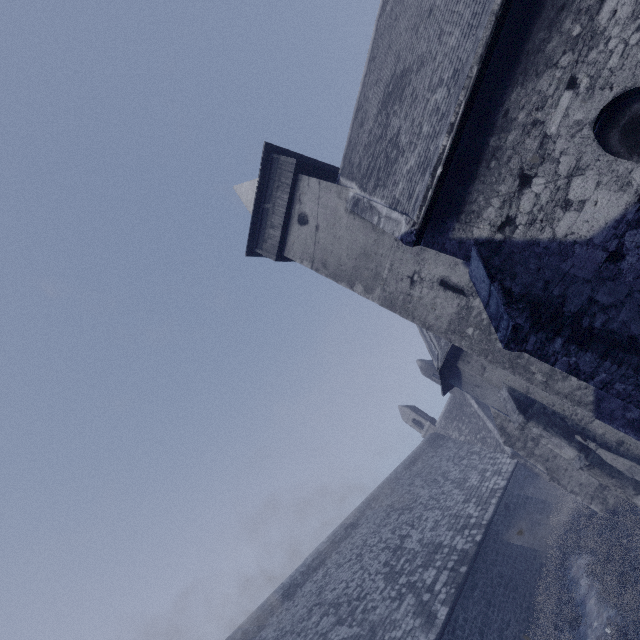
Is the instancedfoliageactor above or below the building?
below

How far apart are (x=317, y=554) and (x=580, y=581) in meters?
12.6 m

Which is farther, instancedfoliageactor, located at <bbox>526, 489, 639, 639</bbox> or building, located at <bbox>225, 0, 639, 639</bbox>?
instancedfoliageactor, located at <bbox>526, 489, 639, 639</bbox>

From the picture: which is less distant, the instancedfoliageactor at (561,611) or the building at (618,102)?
the building at (618,102)

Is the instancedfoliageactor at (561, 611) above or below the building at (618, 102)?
below
